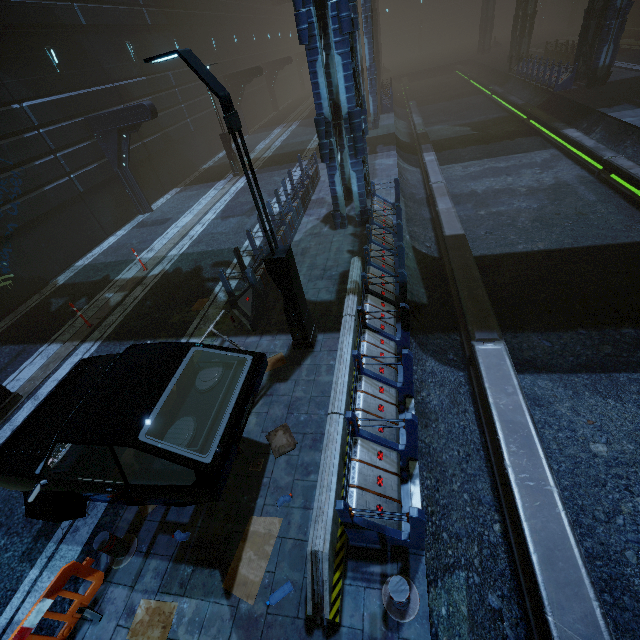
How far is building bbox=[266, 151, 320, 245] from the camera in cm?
1134

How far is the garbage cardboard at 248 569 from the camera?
4.4m

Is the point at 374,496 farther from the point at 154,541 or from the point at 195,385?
the point at 154,541

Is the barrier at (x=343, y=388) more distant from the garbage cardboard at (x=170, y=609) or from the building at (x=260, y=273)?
the garbage cardboard at (x=170, y=609)

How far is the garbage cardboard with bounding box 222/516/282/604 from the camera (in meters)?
4.38

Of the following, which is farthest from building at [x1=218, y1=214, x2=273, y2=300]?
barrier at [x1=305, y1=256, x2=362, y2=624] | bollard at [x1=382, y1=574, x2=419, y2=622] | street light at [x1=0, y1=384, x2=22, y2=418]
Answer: street light at [x1=0, y1=384, x2=22, y2=418]

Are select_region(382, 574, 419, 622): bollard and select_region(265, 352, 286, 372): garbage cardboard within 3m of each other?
no

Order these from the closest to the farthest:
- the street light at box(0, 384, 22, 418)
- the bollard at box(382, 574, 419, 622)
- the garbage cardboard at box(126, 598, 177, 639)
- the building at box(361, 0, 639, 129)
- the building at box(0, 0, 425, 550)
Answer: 1. the bollard at box(382, 574, 419, 622)
2. the garbage cardboard at box(126, 598, 177, 639)
3. the building at box(0, 0, 425, 550)
4. the street light at box(0, 384, 22, 418)
5. the building at box(361, 0, 639, 129)
